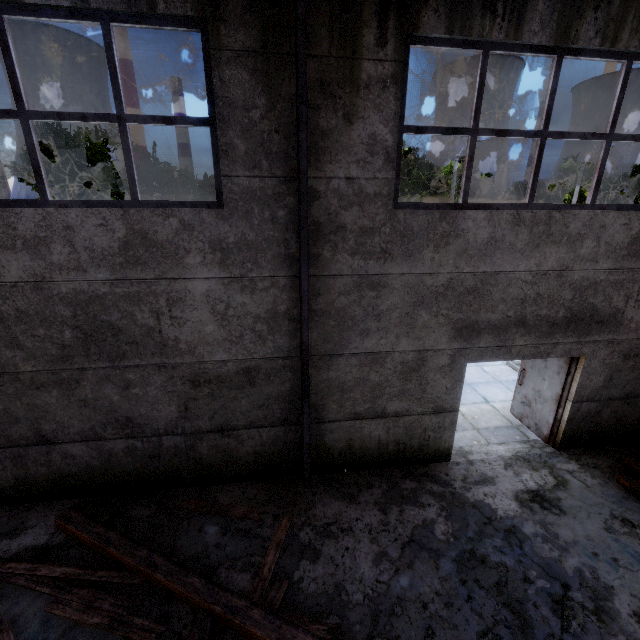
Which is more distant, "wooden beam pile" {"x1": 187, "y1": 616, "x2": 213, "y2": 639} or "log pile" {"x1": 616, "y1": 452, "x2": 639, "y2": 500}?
"log pile" {"x1": 616, "y1": 452, "x2": 639, "y2": 500}

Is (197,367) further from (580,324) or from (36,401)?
(580,324)

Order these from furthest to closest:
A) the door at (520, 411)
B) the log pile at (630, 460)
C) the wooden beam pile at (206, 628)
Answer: the door at (520, 411)
the log pile at (630, 460)
the wooden beam pile at (206, 628)

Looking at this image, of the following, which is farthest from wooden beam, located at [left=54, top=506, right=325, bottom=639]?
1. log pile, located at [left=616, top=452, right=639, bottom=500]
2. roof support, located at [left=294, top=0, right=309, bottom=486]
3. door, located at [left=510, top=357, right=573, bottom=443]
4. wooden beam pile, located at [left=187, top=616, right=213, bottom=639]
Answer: door, located at [left=510, top=357, right=573, bottom=443]

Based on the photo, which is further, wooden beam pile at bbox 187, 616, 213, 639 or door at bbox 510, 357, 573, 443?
door at bbox 510, 357, 573, 443

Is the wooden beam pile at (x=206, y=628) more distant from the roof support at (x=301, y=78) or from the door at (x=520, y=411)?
the door at (x=520, y=411)

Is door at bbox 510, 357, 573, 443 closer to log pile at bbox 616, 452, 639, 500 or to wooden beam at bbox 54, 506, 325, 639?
log pile at bbox 616, 452, 639, 500

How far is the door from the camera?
6.6m
